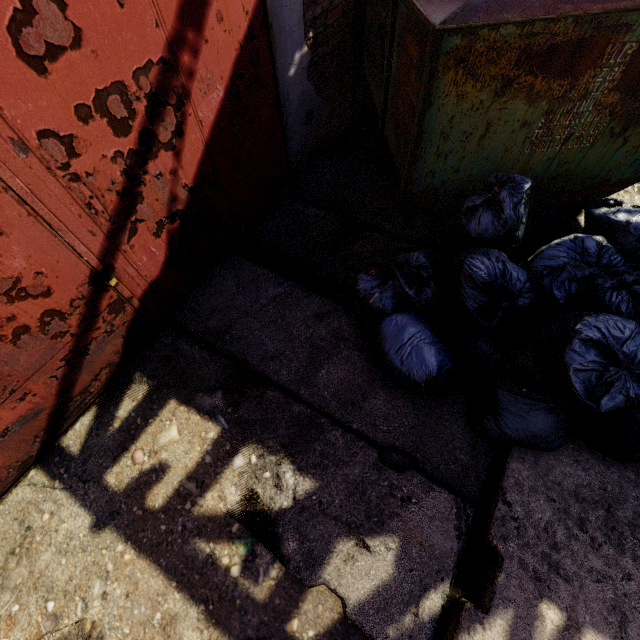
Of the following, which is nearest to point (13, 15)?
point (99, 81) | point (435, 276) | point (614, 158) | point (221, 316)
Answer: point (99, 81)
